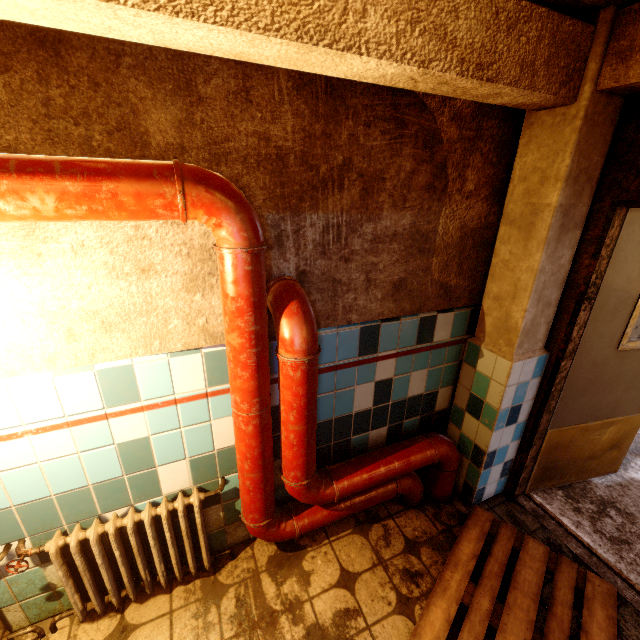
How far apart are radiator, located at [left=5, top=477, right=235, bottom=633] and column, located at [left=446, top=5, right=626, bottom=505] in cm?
175

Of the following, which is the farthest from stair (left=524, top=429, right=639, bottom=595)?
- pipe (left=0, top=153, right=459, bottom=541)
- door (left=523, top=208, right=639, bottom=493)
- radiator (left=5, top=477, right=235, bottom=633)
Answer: radiator (left=5, top=477, right=235, bottom=633)

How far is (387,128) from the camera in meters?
1.6 m

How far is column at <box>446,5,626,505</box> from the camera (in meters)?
1.58

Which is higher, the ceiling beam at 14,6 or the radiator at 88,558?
the ceiling beam at 14,6

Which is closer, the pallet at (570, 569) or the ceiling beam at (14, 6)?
the ceiling beam at (14, 6)

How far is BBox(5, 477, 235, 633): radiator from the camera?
1.55m

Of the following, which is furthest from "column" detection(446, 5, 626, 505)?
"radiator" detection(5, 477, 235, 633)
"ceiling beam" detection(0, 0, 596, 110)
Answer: "radiator" detection(5, 477, 235, 633)
